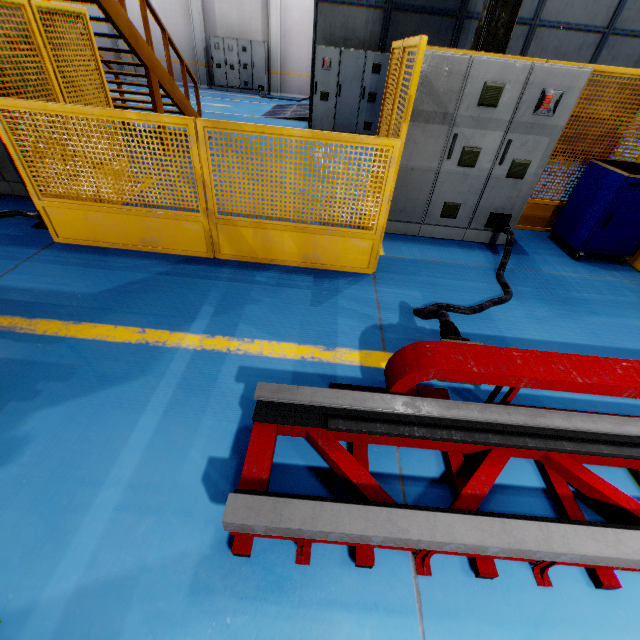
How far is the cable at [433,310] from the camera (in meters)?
2.76

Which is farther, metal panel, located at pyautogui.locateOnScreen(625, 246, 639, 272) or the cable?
metal panel, located at pyautogui.locateOnScreen(625, 246, 639, 272)

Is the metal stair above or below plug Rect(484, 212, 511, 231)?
above

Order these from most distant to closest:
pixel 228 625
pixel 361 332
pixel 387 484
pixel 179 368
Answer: pixel 361 332, pixel 179 368, pixel 387 484, pixel 228 625

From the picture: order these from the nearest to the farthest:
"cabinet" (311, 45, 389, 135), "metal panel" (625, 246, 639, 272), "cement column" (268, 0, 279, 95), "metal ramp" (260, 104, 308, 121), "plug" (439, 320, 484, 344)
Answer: "plug" (439, 320, 484, 344) → "metal panel" (625, 246, 639, 272) → "cabinet" (311, 45, 389, 135) → "metal ramp" (260, 104, 308, 121) → "cement column" (268, 0, 279, 95)

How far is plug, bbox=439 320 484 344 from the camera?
2.3 meters

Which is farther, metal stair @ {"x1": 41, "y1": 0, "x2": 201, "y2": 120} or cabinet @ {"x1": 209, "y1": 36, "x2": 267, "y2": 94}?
cabinet @ {"x1": 209, "y1": 36, "x2": 267, "y2": 94}

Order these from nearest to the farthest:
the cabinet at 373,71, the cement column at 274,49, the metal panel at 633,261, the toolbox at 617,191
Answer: the toolbox at 617,191
the metal panel at 633,261
the cabinet at 373,71
the cement column at 274,49
